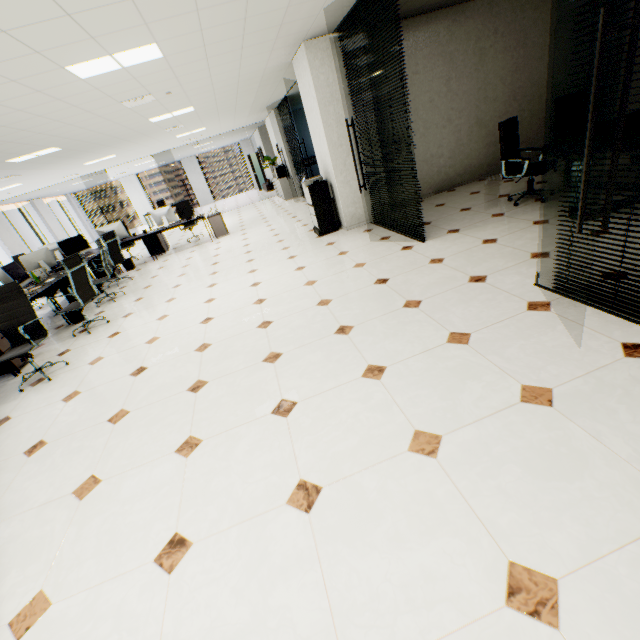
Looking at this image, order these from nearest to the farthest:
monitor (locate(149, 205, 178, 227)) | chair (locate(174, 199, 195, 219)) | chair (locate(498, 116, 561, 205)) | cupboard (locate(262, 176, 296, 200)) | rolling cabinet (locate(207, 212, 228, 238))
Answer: chair (locate(498, 116, 561, 205)) < monitor (locate(149, 205, 178, 227)) < rolling cabinet (locate(207, 212, 228, 238)) < chair (locate(174, 199, 195, 219)) < cupboard (locate(262, 176, 296, 200))

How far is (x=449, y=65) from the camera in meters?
6.0

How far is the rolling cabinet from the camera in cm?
925

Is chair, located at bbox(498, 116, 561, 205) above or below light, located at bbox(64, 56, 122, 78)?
below

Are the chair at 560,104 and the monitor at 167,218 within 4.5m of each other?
no

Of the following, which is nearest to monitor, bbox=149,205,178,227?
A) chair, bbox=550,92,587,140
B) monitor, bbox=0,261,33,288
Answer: monitor, bbox=0,261,33,288

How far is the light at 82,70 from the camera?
3.4 meters

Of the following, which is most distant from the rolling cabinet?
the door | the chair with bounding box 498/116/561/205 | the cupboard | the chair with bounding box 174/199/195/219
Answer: the door
